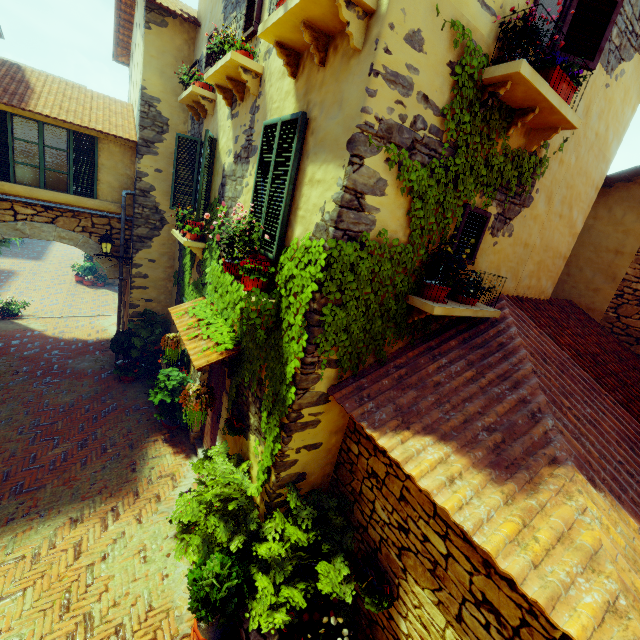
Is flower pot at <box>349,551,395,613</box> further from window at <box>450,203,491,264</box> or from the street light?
the street light

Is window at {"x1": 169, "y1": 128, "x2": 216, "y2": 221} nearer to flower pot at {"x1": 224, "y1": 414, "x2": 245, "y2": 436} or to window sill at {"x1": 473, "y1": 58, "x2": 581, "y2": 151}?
window sill at {"x1": 473, "y1": 58, "x2": 581, "y2": 151}

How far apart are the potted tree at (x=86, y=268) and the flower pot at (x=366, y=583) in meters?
20.7 m

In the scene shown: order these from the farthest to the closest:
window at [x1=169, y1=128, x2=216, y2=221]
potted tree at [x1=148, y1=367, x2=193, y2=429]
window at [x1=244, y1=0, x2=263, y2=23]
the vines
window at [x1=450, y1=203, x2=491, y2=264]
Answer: potted tree at [x1=148, y1=367, x2=193, y2=429]
window at [x1=169, y1=128, x2=216, y2=221]
window at [x1=244, y1=0, x2=263, y2=23]
window at [x1=450, y1=203, x2=491, y2=264]
the vines

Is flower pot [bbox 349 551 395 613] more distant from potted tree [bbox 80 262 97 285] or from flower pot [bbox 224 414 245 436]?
potted tree [bbox 80 262 97 285]

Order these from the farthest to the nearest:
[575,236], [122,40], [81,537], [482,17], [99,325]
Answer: [99,325]
[122,40]
[575,236]
[81,537]
[482,17]

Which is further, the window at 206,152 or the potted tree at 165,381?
the potted tree at 165,381

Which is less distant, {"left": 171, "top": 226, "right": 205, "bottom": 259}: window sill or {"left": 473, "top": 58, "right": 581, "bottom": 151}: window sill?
{"left": 473, "top": 58, "right": 581, "bottom": 151}: window sill
